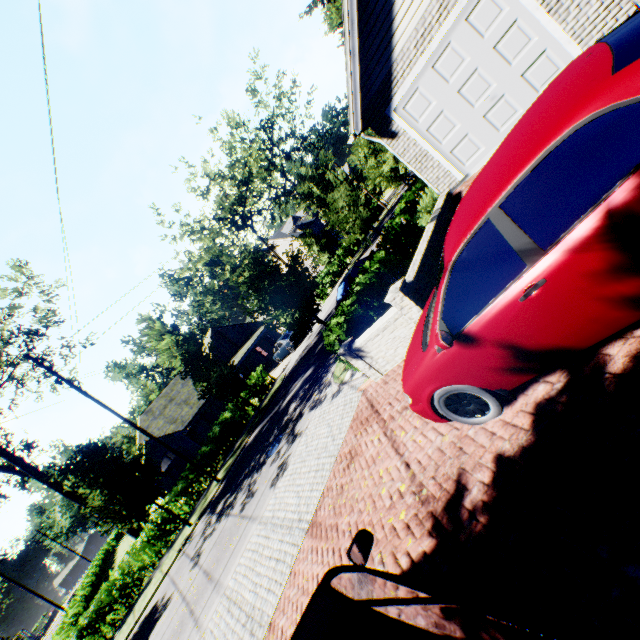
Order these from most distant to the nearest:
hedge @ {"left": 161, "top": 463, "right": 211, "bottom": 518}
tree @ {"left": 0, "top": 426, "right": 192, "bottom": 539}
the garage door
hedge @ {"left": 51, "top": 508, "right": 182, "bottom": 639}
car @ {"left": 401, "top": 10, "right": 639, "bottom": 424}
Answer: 1. hedge @ {"left": 161, "top": 463, "right": 211, "bottom": 518}
2. hedge @ {"left": 51, "top": 508, "right": 182, "bottom": 639}
3. tree @ {"left": 0, "top": 426, "right": 192, "bottom": 539}
4. the garage door
5. car @ {"left": 401, "top": 10, "right": 639, "bottom": 424}

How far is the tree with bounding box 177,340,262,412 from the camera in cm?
1938

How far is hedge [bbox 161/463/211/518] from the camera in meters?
19.0

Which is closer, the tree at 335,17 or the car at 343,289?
the car at 343,289

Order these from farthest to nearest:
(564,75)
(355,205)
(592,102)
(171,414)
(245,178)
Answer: (171,414)
(245,178)
(355,205)
(564,75)
(592,102)

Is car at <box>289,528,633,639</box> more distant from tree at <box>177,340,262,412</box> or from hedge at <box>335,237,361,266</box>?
hedge at <box>335,237,361,266</box>

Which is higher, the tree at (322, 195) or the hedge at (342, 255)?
the tree at (322, 195)

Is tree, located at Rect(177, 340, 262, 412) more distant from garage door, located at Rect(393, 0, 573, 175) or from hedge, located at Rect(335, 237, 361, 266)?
garage door, located at Rect(393, 0, 573, 175)
